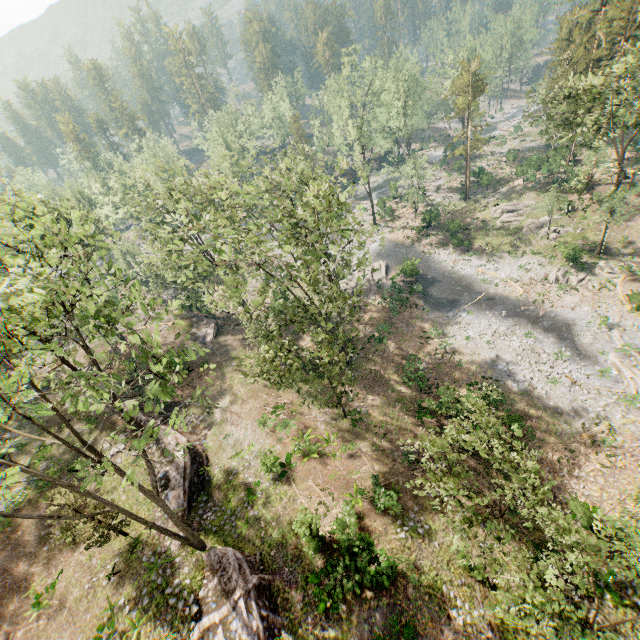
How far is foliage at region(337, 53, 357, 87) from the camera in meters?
39.2 m

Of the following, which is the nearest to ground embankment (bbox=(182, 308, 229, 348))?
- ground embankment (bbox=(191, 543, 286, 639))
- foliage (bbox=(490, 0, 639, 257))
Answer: foliage (bbox=(490, 0, 639, 257))

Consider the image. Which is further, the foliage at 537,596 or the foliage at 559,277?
the foliage at 559,277

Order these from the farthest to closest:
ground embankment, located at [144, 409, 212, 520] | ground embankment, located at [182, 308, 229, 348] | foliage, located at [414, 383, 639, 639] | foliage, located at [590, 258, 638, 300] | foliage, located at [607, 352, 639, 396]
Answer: ground embankment, located at [182, 308, 229, 348] → foliage, located at [590, 258, 638, 300] → foliage, located at [607, 352, 639, 396] → ground embankment, located at [144, 409, 212, 520] → foliage, located at [414, 383, 639, 639]

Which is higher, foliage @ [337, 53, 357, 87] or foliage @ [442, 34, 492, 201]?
foliage @ [337, 53, 357, 87]

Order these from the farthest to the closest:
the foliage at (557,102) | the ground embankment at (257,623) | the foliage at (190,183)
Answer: the foliage at (557,102) < the ground embankment at (257,623) < the foliage at (190,183)

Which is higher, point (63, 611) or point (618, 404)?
point (63, 611)
